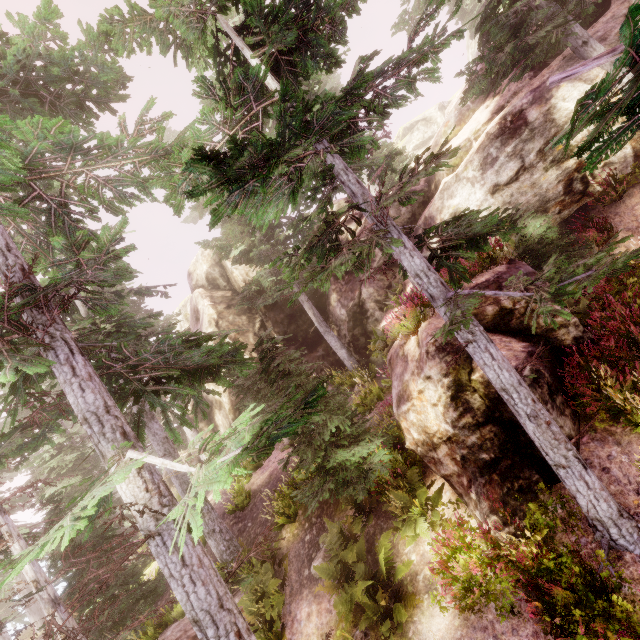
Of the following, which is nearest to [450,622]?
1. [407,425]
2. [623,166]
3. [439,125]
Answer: [407,425]

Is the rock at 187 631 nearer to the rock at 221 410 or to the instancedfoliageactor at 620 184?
the instancedfoliageactor at 620 184

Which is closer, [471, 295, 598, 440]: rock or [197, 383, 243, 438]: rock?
[471, 295, 598, 440]: rock

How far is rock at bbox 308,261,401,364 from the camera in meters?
17.6 m

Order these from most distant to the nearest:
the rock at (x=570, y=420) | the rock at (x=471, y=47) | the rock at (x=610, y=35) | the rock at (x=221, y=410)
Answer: the rock at (x=471, y=47), the rock at (x=221, y=410), the rock at (x=610, y=35), the rock at (x=570, y=420)
